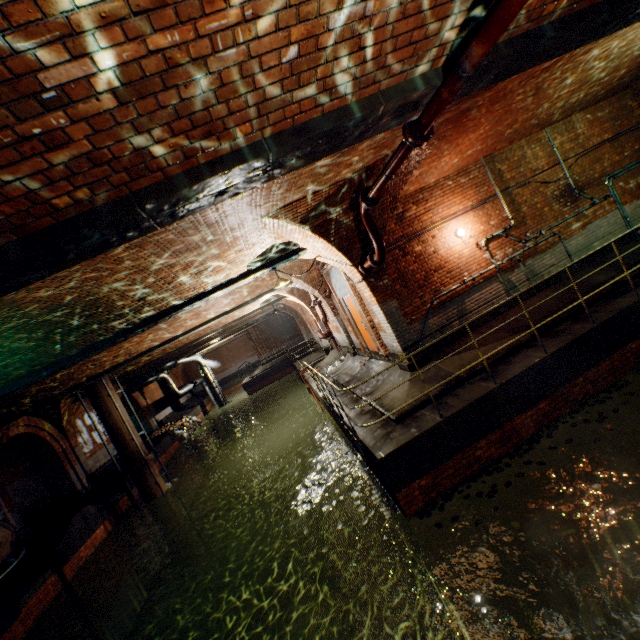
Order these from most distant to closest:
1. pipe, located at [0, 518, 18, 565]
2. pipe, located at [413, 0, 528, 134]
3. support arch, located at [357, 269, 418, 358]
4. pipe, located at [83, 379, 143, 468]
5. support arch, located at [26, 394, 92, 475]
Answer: support arch, located at [26, 394, 92, 475]
pipe, located at [83, 379, 143, 468]
support arch, located at [357, 269, 418, 358]
pipe, located at [0, 518, 18, 565]
pipe, located at [413, 0, 528, 134]

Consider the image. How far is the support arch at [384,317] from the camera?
7.9 meters

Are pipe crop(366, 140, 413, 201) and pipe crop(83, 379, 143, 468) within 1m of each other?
no

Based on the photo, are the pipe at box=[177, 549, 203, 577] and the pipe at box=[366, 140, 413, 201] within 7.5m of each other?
no

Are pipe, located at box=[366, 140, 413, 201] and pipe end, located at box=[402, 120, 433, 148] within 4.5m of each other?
yes

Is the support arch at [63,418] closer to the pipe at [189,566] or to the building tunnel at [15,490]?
the building tunnel at [15,490]

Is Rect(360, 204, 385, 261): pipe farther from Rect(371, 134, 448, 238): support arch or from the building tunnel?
the building tunnel

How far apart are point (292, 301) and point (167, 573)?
15.7 meters
